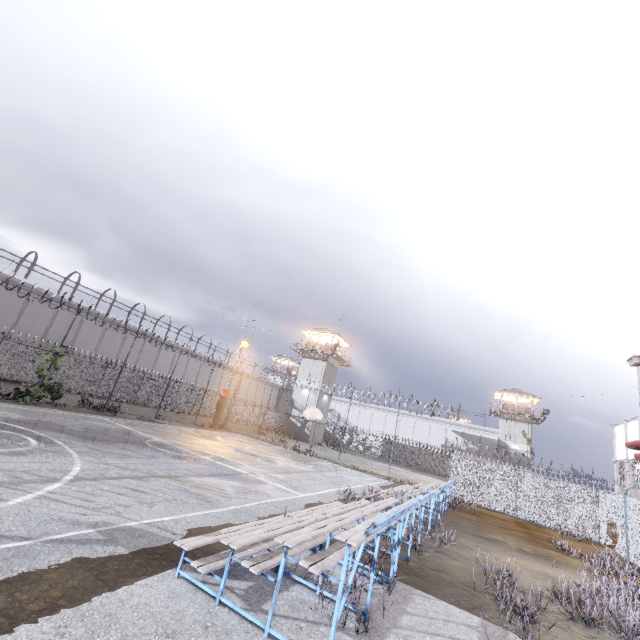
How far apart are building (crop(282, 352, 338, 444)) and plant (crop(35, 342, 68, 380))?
28.47m

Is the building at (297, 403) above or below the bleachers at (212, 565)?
above

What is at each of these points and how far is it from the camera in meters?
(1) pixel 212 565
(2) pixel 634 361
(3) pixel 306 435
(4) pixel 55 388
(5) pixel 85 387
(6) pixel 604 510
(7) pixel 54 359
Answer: (1) bleachers, 4.6
(2) trim, 11.2
(3) building, 41.0
(4) plant, 18.3
(5) fence, 28.8
(6) fence, 17.3
(7) plant, 18.2

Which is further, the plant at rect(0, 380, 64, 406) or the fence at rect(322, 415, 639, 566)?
the plant at rect(0, 380, 64, 406)

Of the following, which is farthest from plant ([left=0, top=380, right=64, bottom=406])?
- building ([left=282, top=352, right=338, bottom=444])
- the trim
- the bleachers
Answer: building ([left=282, top=352, right=338, bottom=444])

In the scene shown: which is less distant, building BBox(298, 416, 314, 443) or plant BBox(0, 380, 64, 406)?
plant BBox(0, 380, 64, 406)

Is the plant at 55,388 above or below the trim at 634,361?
below

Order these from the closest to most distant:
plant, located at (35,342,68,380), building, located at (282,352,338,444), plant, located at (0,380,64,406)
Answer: plant, located at (0,380,64,406) → plant, located at (35,342,68,380) → building, located at (282,352,338,444)
